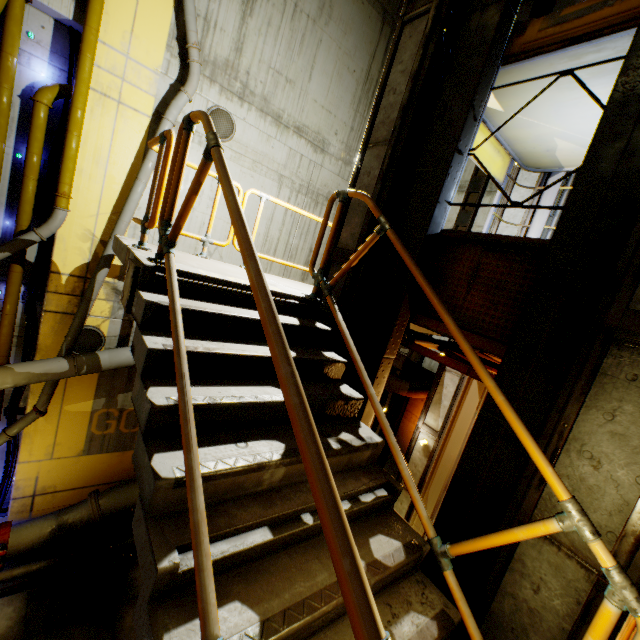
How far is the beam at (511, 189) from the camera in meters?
6.3 m

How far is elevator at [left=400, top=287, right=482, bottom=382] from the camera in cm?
382

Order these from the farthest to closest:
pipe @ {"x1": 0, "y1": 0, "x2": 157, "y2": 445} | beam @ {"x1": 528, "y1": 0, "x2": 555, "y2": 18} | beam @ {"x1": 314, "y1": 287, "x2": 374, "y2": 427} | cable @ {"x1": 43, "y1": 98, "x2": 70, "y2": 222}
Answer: beam @ {"x1": 528, "y1": 0, "x2": 555, "y2": 18} → cable @ {"x1": 43, "y1": 98, "x2": 70, "y2": 222} → pipe @ {"x1": 0, "y1": 0, "x2": 157, "y2": 445} → beam @ {"x1": 314, "y1": 287, "x2": 374, "y2": 427}

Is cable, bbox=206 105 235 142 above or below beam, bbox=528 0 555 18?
below

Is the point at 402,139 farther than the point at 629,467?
Yes

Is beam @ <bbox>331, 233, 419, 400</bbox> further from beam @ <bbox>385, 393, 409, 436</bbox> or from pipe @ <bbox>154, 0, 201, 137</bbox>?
beam @ <bbox>385, 393, 409, 436</bbox>

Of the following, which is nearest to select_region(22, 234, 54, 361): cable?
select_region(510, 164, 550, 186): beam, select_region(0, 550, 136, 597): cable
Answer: select_region(0, 550, 136, 597): cable

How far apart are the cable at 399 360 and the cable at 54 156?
10.0m
